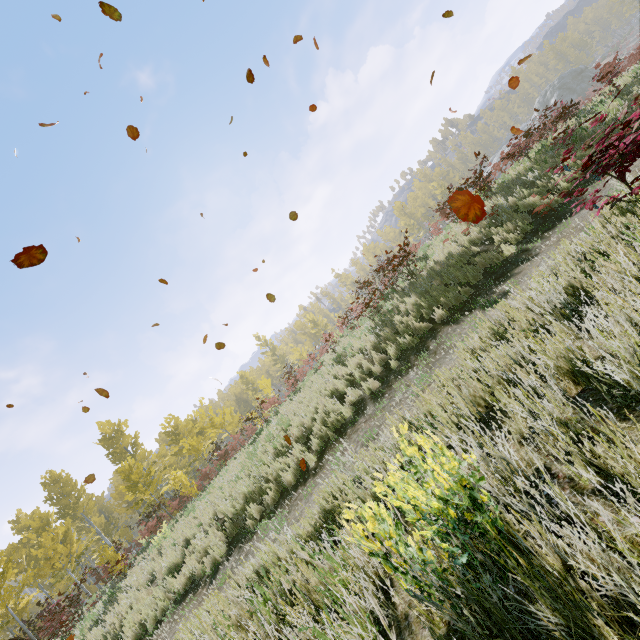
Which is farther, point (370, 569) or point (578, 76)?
point (578, 76)

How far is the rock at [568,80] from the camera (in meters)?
46.44

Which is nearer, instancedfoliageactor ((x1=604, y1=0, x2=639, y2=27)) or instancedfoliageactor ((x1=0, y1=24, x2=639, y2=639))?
instancedfoliageactor ((x1=0, y1=24, x2=639, y2=639))

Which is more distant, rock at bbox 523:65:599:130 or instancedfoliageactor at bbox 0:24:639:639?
rock at bbox 523:65:599:130

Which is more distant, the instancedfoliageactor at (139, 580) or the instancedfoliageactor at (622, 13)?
the instancedfoliageactor at (622, 13)

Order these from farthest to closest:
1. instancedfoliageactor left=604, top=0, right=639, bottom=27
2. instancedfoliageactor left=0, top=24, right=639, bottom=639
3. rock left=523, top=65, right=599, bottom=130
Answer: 1. instancedfoliageactor left=604, top=0, right=639, bottom=27
2. rock left=523, top=65, right=599, bottom=130
3. instancedfoliageactor left=0, top=24, right=639, bottom=639

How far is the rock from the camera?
46.4m

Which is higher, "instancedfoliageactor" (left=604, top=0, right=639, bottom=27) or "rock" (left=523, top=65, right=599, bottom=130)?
"instancedfoliageactor" (left=604, top=0, right=639, bottom=27)
